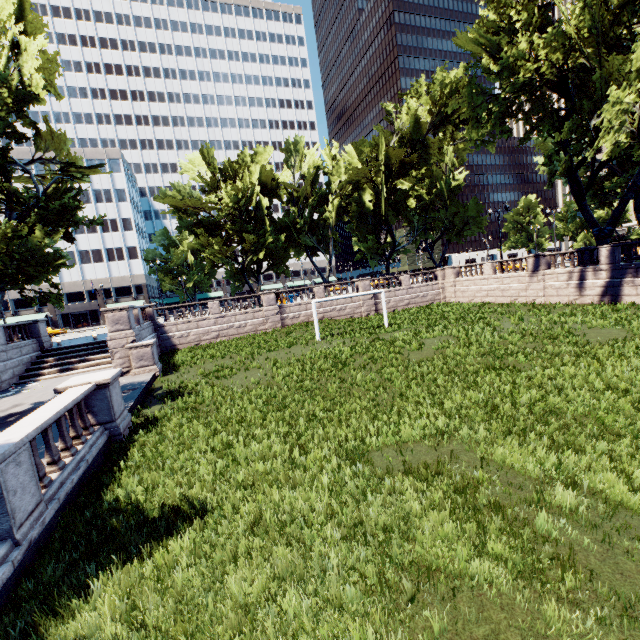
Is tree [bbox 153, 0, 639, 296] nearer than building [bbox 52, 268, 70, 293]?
Yes

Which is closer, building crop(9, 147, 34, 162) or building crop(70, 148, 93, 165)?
building crop(9, 147, 34, 162)

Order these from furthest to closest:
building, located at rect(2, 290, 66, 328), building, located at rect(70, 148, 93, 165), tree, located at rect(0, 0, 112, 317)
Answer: building, located at rect(70, 148, 93, 165) → building, located at rect(2, 290, 66, 328) → tree, located at rect(0, 0, 112, 317)

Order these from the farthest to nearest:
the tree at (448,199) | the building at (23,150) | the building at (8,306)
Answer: the building at (8,306) < the building at (23,150) < the tree at (448,199)

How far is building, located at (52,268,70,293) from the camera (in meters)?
59.31

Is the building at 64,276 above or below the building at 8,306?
above

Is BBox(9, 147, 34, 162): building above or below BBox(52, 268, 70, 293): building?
above

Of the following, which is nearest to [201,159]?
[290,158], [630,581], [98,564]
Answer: [290,158]
